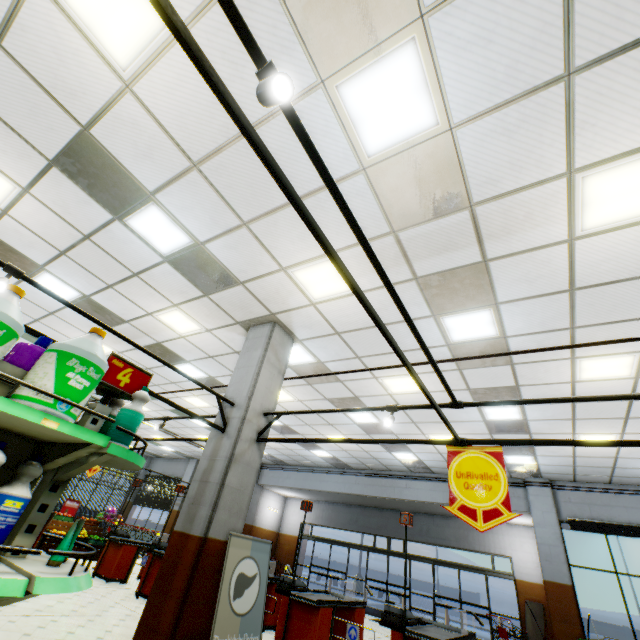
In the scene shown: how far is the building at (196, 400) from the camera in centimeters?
987cm

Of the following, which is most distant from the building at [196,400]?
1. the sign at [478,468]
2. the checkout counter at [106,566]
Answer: the sign at [478,468]

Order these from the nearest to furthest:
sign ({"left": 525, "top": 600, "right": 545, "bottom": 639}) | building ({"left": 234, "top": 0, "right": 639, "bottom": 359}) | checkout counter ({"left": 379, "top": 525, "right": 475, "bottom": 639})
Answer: building ({"left": 234, "top": 0, "right": 639, "bottom": 359}) < checkout counter ({"left": 379, "top": 525, "right": 475, "bottom": 639}) < sign ({"left": 525, "top": 600, "right": 545, "bottom": 639})

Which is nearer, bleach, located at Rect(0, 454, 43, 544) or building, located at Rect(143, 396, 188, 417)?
bleach, located at Rect(0, 454, 43, 544)

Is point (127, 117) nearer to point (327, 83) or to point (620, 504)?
point (327, 83)

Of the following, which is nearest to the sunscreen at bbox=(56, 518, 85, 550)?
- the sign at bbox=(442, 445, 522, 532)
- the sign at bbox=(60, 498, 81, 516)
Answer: the sign at bbox=(442, 445, 522, 532)

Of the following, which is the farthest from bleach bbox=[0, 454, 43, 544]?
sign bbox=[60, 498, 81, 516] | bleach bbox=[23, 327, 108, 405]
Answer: sign bbox=[60, 498, 81, 516]

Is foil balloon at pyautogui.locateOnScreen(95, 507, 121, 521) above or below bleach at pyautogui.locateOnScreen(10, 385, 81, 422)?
below
